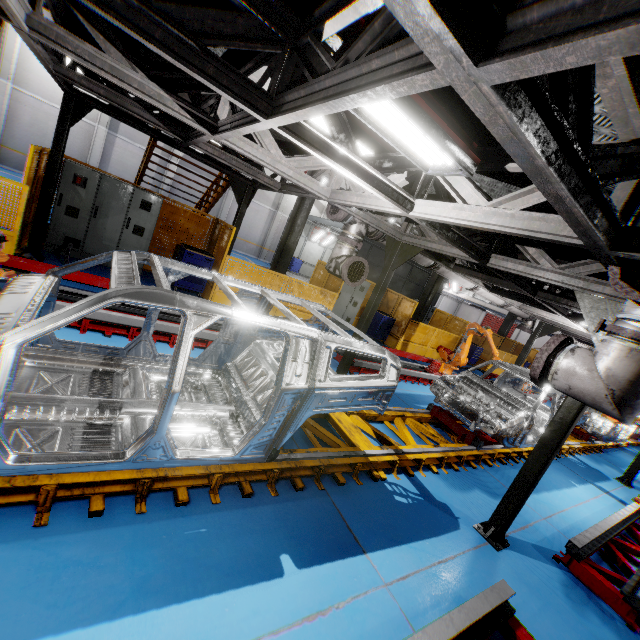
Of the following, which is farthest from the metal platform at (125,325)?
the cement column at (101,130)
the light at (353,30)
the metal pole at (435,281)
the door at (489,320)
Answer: the door at (489,320)

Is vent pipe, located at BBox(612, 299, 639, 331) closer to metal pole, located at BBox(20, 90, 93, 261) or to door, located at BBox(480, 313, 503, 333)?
metal pole, located at BBox(20, 90, 93, 261)

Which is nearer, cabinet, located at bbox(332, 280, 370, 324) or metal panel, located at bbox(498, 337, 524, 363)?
cabinet, located at bbox(332, 280, 370, 324)

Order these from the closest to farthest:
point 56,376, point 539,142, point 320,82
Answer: point 539,142, point 320,82, point 56,376

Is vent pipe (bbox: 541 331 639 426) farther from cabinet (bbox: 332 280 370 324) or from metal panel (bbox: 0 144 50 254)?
cabinet (bbox: 332 280 370 324)

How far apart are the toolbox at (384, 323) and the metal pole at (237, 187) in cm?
680

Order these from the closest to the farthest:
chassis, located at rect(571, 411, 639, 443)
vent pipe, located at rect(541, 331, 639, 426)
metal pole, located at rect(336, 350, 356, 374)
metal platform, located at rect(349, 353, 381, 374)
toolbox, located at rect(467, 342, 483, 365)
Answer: vent pipe, located at rect(541, 331, 639, 426), metal pole, located at rect(336, 350, 356, 374), metal platform, located at rect(349, 353, 381, 374), chassis, located at rect(571, 411, 639, 443), toolbox, located at rect(467, 342, 483, 365)

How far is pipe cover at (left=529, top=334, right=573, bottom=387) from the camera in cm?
319
